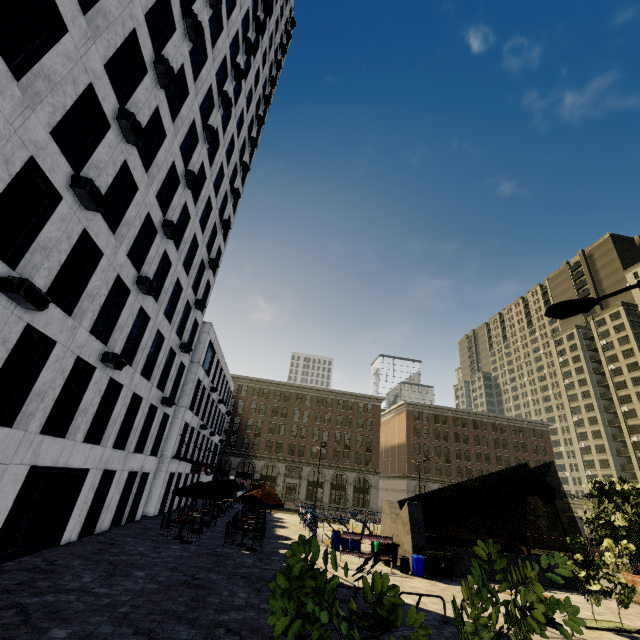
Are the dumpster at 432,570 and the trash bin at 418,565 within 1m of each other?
yes

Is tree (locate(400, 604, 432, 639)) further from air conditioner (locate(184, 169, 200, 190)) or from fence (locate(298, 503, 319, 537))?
fence (locate(298, 503, 319, 537))

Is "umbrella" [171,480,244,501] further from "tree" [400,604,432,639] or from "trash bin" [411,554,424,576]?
"tree" [400,604,432,639]

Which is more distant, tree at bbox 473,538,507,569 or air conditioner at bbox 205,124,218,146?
air conditioner at bbox 205,124,218,146

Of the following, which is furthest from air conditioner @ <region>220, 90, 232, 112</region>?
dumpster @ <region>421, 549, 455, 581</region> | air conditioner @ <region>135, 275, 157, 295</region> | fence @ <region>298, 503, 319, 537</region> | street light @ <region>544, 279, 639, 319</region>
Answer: dumpster @ <region>421, 549, 455, 581</region>

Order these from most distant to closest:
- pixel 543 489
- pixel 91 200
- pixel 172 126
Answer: pixel 543 489, pixel 172 126, pixel 91 200

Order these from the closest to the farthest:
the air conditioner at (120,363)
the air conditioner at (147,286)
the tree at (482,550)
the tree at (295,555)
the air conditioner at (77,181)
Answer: the tree at (295,555), the tree at (482,550), the air conditioner at (77,181), the air conditioner at (120,363), the air conditioner at (147,286)

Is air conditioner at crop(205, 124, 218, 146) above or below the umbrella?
above
